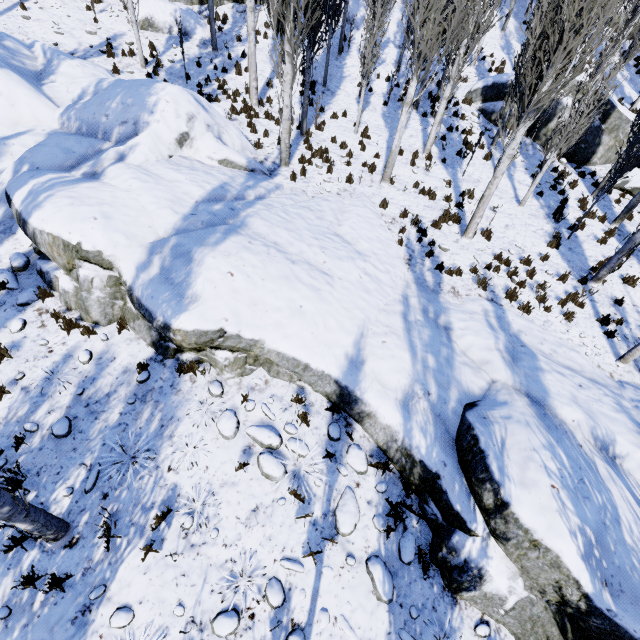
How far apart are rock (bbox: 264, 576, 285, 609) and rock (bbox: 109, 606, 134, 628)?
1.81m

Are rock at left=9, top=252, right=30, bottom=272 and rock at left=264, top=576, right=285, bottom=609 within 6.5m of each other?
no

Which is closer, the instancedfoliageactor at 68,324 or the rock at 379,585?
the rock at 379,585

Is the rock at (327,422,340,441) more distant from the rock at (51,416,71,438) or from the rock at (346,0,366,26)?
the rock at (346,0,366,26)

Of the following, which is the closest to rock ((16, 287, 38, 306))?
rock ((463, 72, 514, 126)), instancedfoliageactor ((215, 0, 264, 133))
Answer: instancedfoliageactor ((215, 0, 264, 133))

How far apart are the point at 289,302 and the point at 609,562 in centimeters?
620cm

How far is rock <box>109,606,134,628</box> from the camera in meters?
4.4
